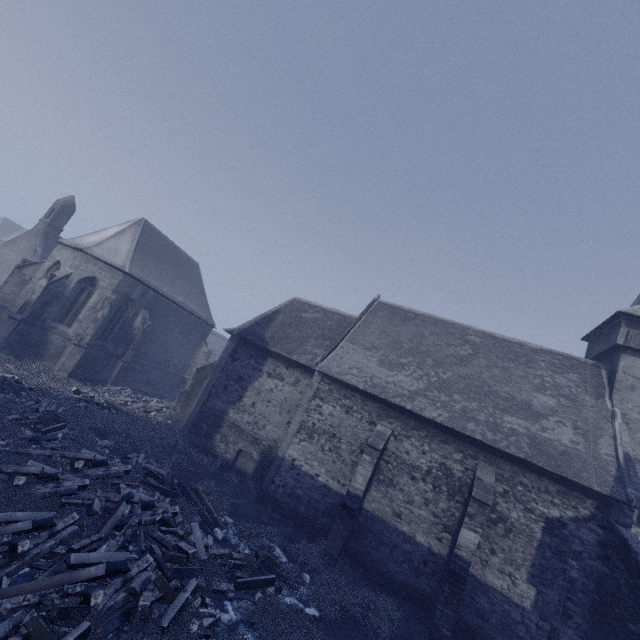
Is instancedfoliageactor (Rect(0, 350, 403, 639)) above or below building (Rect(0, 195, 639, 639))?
below

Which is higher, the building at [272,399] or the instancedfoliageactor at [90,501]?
the building at [272,399]

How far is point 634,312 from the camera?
15.05m

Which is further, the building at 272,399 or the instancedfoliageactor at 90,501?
the building at 272,399

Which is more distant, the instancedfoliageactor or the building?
the building
